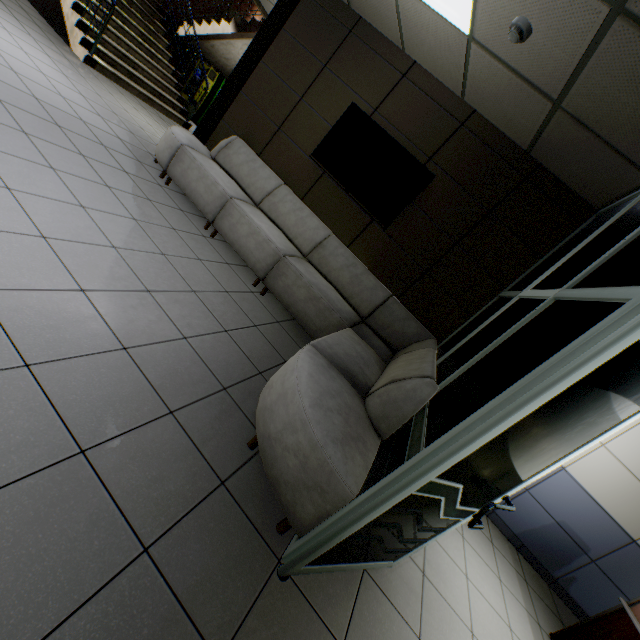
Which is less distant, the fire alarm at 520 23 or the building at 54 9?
the fire alarm at 520 23

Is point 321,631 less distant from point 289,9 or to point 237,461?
point 237,461

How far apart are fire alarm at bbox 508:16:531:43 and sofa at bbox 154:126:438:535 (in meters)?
2.49

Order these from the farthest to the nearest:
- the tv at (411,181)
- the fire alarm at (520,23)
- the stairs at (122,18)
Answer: the stairs at (122,18), the tv at (411,181), the fire alarm at (520,23)

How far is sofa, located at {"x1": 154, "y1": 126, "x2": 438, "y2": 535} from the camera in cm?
171

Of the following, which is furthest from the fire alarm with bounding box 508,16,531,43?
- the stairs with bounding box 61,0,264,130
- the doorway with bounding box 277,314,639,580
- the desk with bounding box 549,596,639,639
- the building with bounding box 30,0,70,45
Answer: the building with bounding box 30,0,70,45

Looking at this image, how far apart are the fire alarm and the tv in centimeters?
150cm

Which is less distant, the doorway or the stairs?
the doorway
